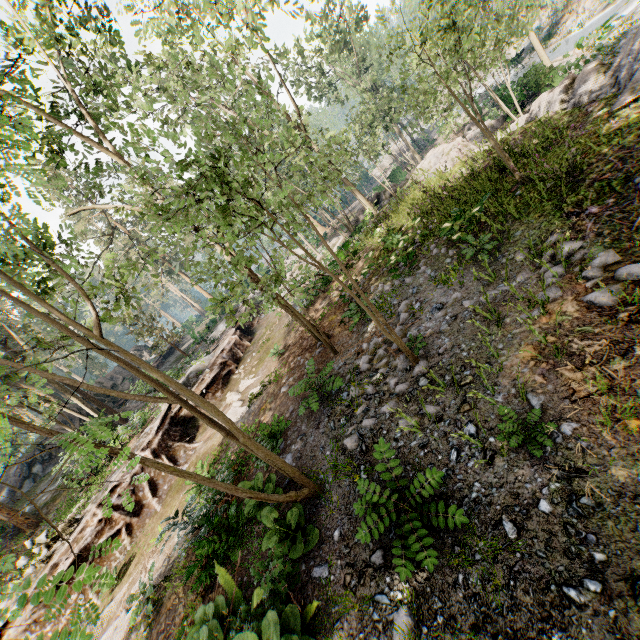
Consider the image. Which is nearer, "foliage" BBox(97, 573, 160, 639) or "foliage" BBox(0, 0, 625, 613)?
"foliage" BBox(0, 0, 625, 613)

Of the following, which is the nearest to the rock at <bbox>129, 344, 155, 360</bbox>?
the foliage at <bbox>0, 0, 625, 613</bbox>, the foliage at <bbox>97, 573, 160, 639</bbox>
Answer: the foliage at <bbox>0, 0, 625, 613</bbox>

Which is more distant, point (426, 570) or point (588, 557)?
point (426, 570)

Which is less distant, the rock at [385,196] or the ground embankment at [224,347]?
the ground embankment at [224,347]

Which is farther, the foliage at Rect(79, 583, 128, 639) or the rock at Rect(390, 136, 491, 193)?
the rock at Rect(390, 136, 491, 193)

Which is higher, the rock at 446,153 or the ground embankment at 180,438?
the ground embankment at 180,438

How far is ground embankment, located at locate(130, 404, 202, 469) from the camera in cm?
1423

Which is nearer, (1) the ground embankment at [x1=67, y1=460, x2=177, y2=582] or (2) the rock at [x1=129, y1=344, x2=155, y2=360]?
(1) the ground embankment at [x1=67, y1=460, x2=177, y2=582]
